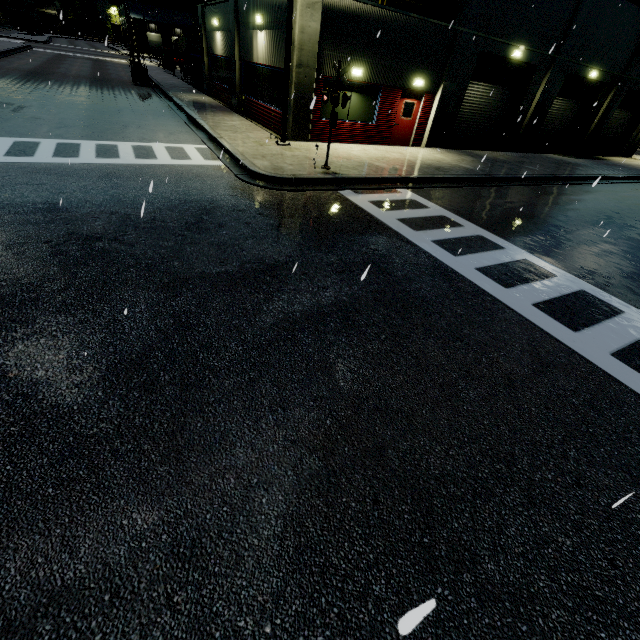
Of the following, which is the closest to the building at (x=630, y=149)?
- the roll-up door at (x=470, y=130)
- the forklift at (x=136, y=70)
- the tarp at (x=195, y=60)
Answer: the roll-up door at (x=470, y=130)

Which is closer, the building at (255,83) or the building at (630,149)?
the building at (255,83)

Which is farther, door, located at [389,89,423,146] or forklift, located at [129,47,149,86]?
forklift, located at [129,47,149,86]

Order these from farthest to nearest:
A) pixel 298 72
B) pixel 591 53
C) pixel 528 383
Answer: pixel 591 53 < pixel 298 72 < pixel 528 383

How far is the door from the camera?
15.79m

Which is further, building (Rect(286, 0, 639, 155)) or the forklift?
the forklift

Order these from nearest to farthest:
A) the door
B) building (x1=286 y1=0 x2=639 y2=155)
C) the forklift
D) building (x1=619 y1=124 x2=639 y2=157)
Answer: building (x1=286 y1=0 x2=639 y2=155)
the door
the forklift
building (x1=619 y1=124 x2=639 y2=157)

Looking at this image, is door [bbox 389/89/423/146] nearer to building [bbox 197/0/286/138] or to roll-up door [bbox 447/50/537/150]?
building [bbox 197/0/286/138]
